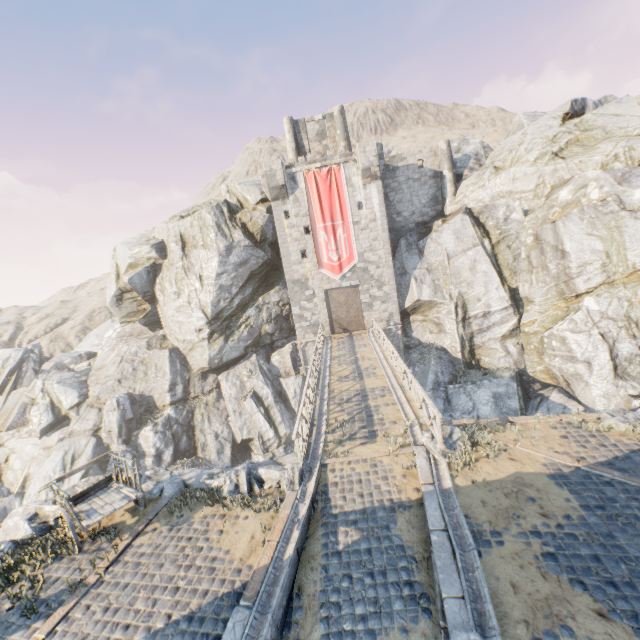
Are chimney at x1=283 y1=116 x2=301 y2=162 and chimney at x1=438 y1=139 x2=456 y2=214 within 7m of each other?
no

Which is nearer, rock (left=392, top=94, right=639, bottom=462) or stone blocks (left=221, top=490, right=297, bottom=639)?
stone blocks (left=221, top=490, right=297, bottom=639)

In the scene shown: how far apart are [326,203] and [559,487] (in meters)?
23.18

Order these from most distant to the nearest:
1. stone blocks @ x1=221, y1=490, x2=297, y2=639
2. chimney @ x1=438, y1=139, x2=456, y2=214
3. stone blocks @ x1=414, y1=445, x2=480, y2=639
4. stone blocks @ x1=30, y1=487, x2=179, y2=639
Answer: chimney @ x1=438, y1=139, x2=456, y2=214 → stone blocks @ x1=30, y1=487, x2=179, y2=639 → stone blocks @ x1=221, y1=490, x2=297, y2=639 → stone blocks @ x1=414, y1=445, x2=480, y2=639

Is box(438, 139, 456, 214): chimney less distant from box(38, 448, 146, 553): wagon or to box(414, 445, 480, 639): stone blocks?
box(414, 445, 480, 639): stone blocks

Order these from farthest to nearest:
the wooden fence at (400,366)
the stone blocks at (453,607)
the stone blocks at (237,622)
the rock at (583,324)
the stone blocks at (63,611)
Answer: the rock at (583,324) → the wooden fence at (400,366) → the stone blocks at (63,611) → the stone blocks at (237,622) → the stone blocks at (453,607)

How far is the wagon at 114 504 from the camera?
7.9m

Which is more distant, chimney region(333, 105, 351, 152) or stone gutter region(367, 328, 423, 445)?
chimney region(333, 105, 351, 152)
